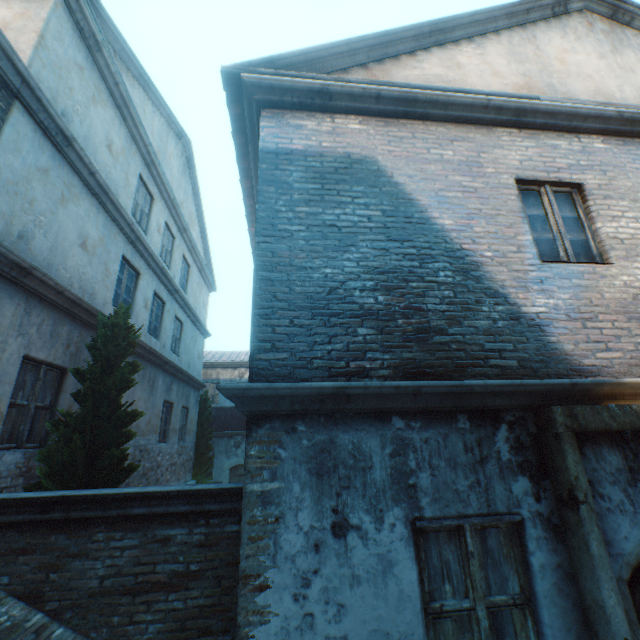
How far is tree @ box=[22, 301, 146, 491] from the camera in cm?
448

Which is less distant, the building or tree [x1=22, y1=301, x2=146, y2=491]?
the building

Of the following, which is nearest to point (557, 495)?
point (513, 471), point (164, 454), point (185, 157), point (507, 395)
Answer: point (513, 471)

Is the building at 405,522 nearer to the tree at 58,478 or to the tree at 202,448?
the tree at 58,478

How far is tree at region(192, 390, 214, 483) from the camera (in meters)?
14.15

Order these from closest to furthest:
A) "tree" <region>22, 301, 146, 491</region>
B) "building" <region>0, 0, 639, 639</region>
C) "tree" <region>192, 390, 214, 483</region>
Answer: "building" <region>0, 0, 639, 639</region> → "tree" <region>22, 301, 146, 491</region> → "tree" <region>192, 390, 214, 483</region>

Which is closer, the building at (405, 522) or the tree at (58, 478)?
the building at (405, 522)

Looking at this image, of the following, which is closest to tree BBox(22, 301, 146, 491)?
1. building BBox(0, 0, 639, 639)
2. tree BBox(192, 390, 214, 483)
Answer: tree BBox(192, 390, 214, 483)
